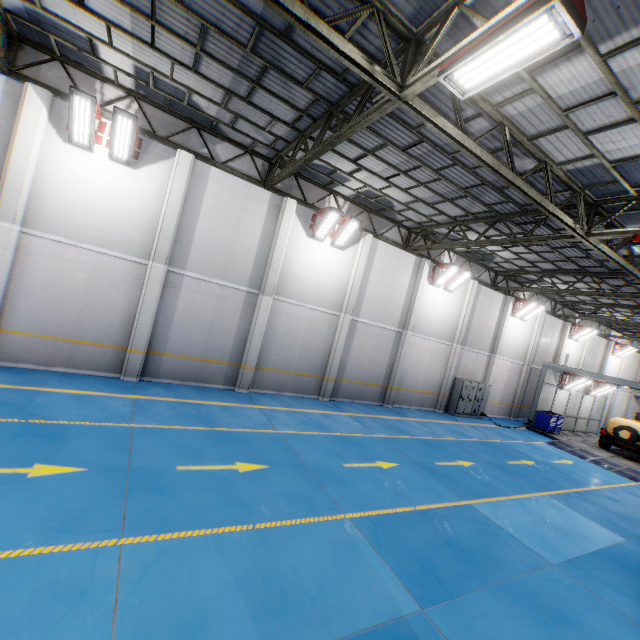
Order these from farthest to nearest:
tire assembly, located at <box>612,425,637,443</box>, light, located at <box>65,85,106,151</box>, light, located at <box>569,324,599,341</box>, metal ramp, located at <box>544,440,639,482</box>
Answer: light, located at <box>569,324,599,341</box> → tire assembly, located at <box>612,425,637,443</box> → metal ramp, located at <box>544,440,639,482</box> → light, located at <box>65,85,106,151</box>

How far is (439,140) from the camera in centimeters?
862cm

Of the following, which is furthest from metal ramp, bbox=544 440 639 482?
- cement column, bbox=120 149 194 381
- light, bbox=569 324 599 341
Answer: cement column, bbox=120 149 194 381

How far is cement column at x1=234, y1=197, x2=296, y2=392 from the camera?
12.7m

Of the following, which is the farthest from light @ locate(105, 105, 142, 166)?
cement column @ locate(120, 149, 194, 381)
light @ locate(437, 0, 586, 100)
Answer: light @ locate(437, 0, 586, 100)

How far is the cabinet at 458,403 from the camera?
18.9 meters

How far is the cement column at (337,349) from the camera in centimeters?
1467cm

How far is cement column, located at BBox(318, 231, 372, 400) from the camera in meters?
14.7
